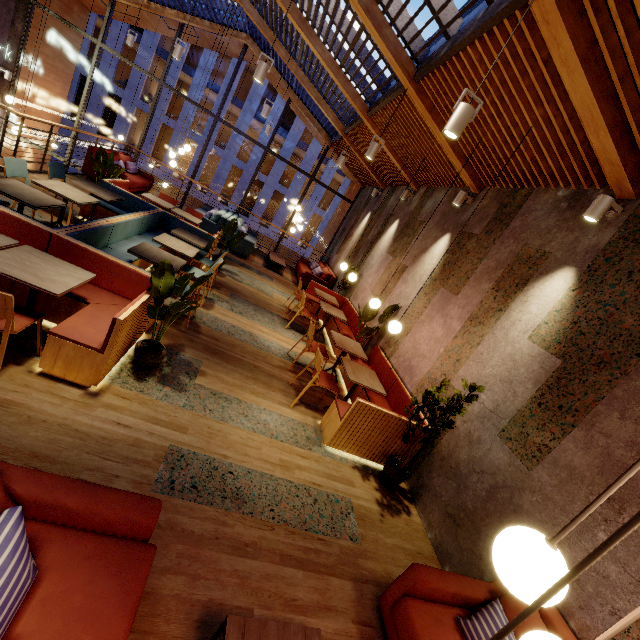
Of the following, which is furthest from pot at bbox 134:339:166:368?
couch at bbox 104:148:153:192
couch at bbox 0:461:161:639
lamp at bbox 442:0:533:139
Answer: couch at bbox 104:148:153:192

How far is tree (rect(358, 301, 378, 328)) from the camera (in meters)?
6.26

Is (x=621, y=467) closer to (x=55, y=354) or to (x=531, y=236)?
(x=531, y=236)

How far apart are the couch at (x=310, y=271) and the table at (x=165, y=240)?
5.11m

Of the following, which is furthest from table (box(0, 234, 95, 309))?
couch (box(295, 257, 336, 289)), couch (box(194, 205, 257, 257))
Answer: couch (box(295, 257, 336, 289))

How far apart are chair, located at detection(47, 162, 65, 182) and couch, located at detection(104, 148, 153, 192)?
3.3 meters

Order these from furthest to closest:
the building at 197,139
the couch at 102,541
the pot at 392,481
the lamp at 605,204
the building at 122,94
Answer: the building at 197,139
the building at 122,94
the pot at 392,481
the lamp at 605,204
the couch at 102,541

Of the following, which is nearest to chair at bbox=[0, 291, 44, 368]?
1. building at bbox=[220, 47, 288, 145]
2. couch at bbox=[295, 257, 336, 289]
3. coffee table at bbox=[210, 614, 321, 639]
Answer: coffee table at bbox=[210, 614, 321, 639]
